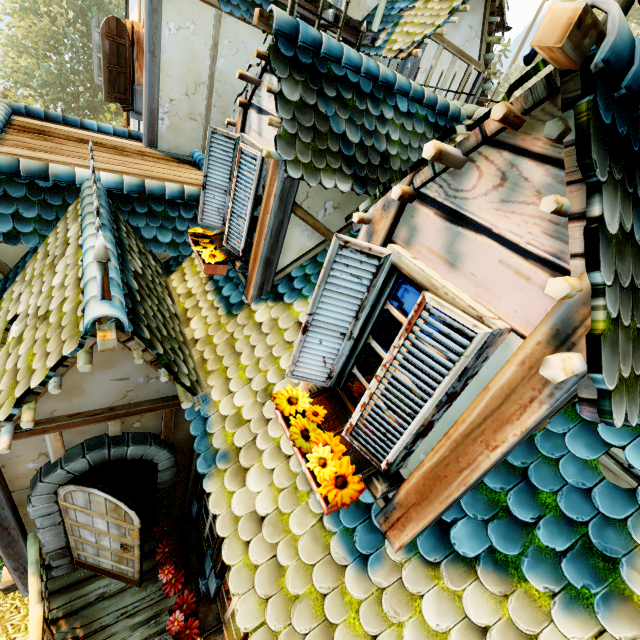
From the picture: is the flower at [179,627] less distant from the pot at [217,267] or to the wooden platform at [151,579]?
the wooden platform at [151,579]

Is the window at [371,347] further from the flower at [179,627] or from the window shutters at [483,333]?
the flower at [179,627]

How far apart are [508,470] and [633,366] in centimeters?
115cm

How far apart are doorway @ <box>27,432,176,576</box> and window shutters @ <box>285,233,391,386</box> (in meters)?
2.09

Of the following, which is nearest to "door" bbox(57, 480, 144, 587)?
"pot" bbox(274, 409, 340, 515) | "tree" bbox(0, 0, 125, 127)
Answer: "pot" bbox(274, 409, 340, 515)

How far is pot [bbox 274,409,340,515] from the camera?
1.9 meters

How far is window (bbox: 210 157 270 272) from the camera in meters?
3.3 m

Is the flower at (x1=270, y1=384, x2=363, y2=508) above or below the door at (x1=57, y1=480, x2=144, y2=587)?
above
